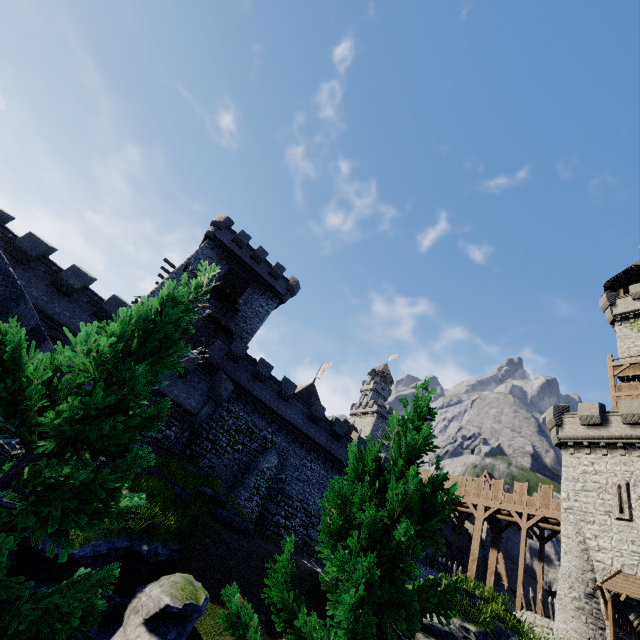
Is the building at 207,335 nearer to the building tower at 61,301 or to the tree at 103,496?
the building tower at 61,301

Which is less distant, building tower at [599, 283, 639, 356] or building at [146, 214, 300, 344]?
building tower at [599, 283, 639, 356]

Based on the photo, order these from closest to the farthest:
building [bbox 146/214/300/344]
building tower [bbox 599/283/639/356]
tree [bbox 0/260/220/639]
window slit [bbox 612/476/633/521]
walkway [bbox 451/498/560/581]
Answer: tree [bbox 0/260/220/639], window slit [bbox 612/476/633/521], walkway [bbox 451/498/560/581], building tower [bbox 599/283/639/356], building [bbox 146/214/300/344]

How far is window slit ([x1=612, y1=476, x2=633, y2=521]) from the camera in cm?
2025

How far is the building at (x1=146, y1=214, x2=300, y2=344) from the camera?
31.1 meters

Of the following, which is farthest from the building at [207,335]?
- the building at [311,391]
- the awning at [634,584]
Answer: the awning at [634,584]

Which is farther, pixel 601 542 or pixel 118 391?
pixel 601 542

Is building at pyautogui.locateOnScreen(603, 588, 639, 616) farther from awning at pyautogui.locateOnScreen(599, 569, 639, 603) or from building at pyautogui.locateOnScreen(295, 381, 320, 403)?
building at pyautogui.locateOnScreen(295, 381, 320, 403)
